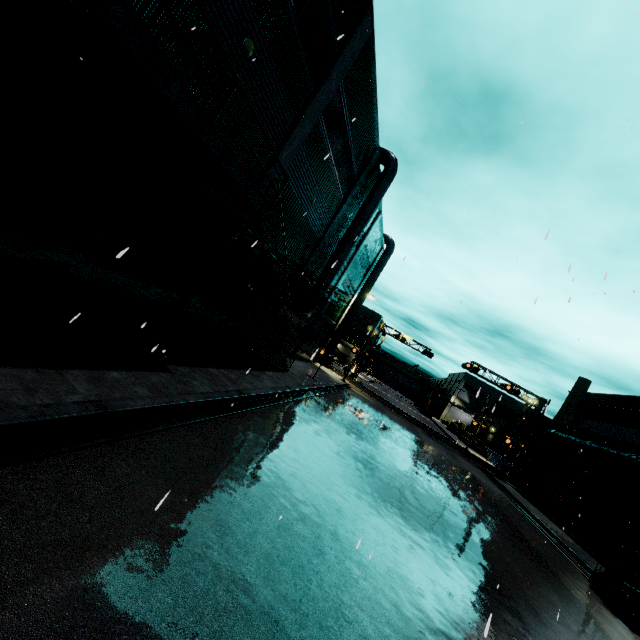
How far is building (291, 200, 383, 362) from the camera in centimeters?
2672cm

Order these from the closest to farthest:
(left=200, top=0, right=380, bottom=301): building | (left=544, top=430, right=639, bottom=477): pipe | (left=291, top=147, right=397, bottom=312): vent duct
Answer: (left=200, top=0, right=380, bottom=301): building
(left=544, top=430, right=639, bottom=477): pipe
(left=291, top=147, right=397, bottom=312): vent duct

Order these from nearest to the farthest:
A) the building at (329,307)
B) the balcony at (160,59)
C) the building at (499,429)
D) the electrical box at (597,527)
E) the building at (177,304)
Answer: the balcony at (160,59)
the building at (177,304)
the electrical box at (597,527)
the building at (329,307)
the building at (499,429)

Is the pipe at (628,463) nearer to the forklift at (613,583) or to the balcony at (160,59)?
the balcony at (160,59)

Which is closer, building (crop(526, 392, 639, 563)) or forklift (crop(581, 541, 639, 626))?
forklift (crop(581, 541, 639, 626))

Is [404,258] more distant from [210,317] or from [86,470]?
[210,317]

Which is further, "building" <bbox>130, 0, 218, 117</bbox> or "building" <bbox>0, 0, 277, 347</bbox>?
"building" <bbox>130, 0, 218, 117</bbox>

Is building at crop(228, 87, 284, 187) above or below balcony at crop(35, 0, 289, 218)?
above
